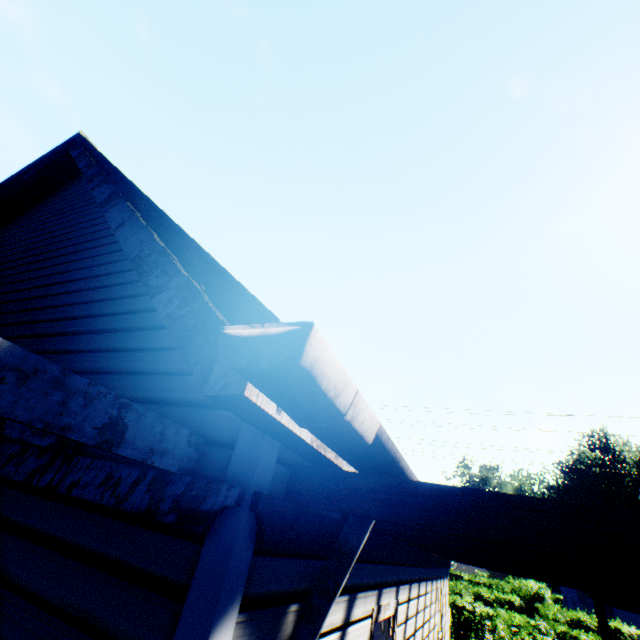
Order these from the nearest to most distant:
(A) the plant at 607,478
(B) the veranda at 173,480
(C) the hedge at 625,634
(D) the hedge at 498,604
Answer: (B) the veranda at 173,480, (D) the hedge at 498,604, (C) the hedge at 625,634, (A) the plant at 607,478

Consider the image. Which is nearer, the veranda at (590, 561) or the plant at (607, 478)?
the veranda at (590, 561)

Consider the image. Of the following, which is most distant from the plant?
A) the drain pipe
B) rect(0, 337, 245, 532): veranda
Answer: the drain pipe

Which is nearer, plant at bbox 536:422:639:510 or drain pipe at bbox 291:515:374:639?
drain pipe at bbox 291:515:374:639

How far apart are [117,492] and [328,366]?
1.19m

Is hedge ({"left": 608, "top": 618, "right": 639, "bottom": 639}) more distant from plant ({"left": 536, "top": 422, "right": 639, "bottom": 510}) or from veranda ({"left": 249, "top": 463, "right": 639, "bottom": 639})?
veranda ({"left": 249, "top": 463, "right": 639, "bottom": 639})

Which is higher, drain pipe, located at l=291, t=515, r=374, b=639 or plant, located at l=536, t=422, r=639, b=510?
plant, located at l=536, t=422, r=639, b=510
